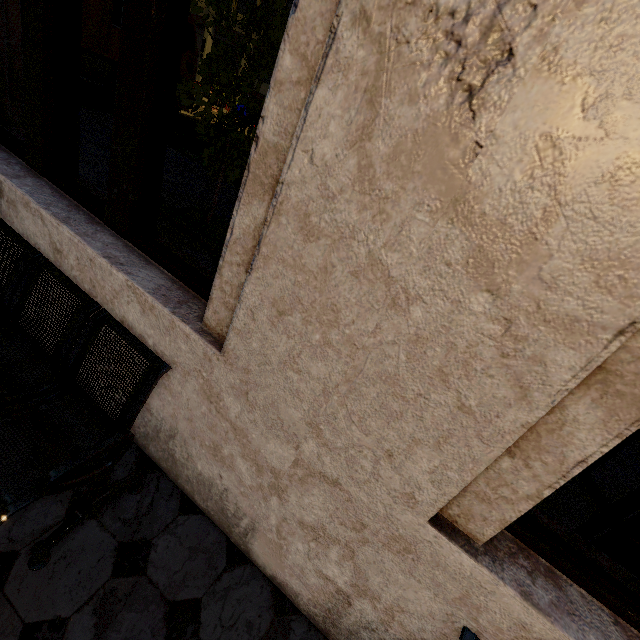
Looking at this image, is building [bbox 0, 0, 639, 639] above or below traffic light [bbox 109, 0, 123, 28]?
below

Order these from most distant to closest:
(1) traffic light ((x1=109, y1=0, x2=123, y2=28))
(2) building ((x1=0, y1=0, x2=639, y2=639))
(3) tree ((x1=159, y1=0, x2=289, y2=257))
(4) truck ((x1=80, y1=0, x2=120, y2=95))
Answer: (4) truck ((x1=80, y1=0, x2=120, y2=95)) → (1) traffic light ((x1=109, y1=0, x2=123, y2=28)) → (3) tree ((x1=159, y1=0, x2=289, y2=257)) → (2) building ((x1=0, y1=0, x2=639, y2=639))

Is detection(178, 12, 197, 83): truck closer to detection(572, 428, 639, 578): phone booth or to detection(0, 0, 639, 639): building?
detection(0, 0, 639, 639): building

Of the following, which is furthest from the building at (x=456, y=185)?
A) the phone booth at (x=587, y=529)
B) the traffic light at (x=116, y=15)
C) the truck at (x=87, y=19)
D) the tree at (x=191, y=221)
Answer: the traffic light at (x=116, y=15)

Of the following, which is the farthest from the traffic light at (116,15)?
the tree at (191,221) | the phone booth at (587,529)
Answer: the phone booth at (587,529)

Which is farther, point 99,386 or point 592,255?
point 99,386

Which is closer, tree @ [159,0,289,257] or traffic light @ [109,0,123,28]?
tree @ [159,0,289,257]

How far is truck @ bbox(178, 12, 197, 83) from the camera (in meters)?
10.50
